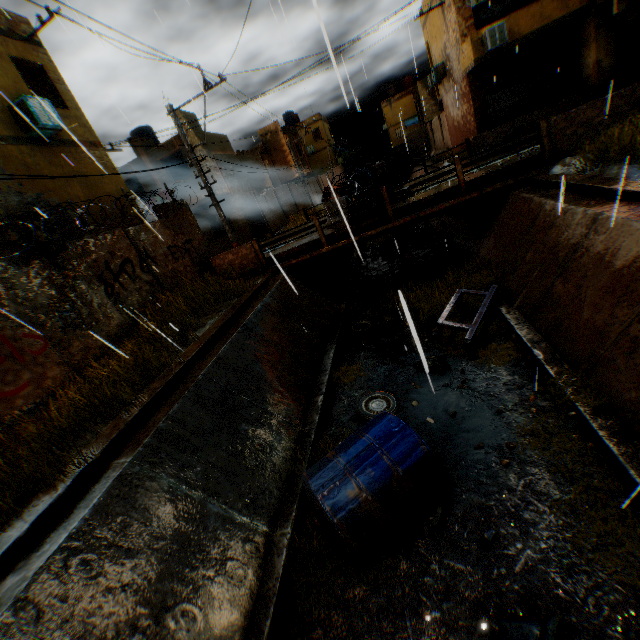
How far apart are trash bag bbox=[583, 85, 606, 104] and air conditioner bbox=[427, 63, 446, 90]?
7.5 meters

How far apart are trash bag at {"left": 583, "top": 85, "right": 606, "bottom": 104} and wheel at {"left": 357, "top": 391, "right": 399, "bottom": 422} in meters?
17.3

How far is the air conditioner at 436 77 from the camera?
20.9m

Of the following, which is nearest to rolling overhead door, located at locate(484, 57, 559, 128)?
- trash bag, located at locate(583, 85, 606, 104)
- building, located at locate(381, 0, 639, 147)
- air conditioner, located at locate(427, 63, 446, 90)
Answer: A: building, located at locate(381, 0, 639, 147)

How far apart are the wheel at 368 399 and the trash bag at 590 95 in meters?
17.3

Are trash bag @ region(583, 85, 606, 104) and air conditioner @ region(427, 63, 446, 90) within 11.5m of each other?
yes

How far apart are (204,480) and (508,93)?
22.5m

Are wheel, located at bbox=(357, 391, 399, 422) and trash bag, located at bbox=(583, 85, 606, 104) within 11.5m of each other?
no
